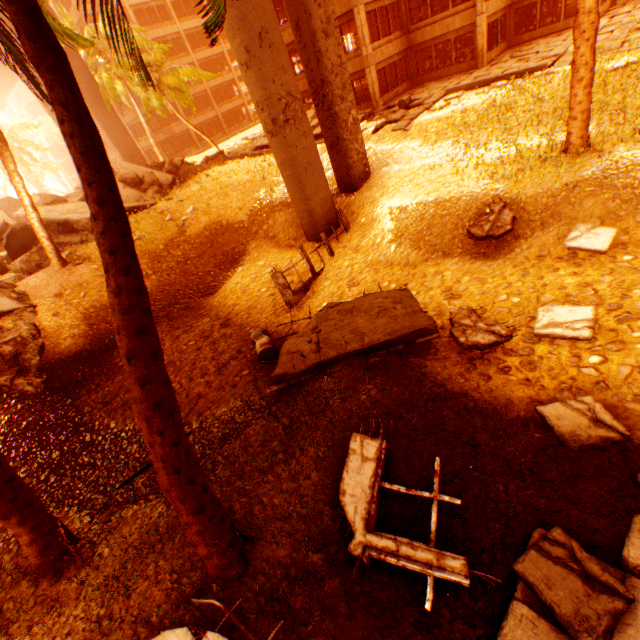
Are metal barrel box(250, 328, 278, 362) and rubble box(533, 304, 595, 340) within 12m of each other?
yes

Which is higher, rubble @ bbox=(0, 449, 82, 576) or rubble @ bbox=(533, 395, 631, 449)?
rubble @ bbox=(0, 449, 82, 576)

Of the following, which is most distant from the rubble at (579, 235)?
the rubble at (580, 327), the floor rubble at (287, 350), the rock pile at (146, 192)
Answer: the rock pile at (146, 192)

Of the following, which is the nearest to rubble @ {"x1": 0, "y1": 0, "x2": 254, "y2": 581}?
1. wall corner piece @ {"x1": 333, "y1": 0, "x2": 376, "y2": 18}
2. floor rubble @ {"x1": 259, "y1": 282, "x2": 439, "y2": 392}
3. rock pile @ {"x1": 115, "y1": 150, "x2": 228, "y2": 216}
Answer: rock pile @ {"x1": 115, "y1": 150, "x2": 228, "y2": 216}

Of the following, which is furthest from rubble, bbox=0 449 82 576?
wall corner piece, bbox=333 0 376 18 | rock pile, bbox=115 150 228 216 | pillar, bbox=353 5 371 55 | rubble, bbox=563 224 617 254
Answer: pillar, bbox=353 5 371 55

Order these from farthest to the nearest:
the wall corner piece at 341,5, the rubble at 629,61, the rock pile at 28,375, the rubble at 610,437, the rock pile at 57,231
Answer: the wall corner piece at 341,5
the rock pile at 57,231
the rubble at 629,61
the rock pile at 28,375
the rubble at 610,437

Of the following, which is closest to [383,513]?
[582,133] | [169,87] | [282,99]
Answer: [582,133]

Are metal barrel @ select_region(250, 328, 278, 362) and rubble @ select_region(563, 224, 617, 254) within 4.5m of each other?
no
